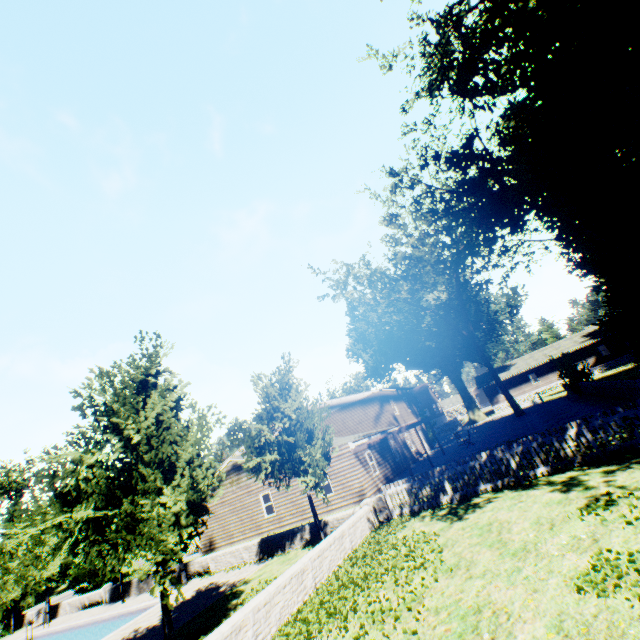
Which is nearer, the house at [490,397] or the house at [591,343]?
the house at [591,343]

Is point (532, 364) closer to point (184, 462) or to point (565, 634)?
point (565, 634)

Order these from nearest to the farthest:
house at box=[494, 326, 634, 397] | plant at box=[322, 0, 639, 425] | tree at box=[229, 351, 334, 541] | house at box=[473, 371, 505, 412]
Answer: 1. plant at box=[322, 0, 639, 425]
2. tree at box=[229, 351, 334, 541]
3. house at box=[494, 326, 634, 397]
4. house at box=[473, 371, 505, 412]

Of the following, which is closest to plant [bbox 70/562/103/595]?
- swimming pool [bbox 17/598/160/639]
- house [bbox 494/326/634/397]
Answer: house [bbox 494/326/634/397]

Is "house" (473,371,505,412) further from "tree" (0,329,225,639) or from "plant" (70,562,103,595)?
"tree" (0,329,225,639)

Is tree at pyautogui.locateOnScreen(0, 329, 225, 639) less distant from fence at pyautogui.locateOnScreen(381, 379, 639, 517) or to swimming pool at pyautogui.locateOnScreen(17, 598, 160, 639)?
fence at pyautogui.locateOnScreen(381, 379, 639, 517)

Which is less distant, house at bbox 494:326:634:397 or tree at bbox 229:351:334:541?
tree at bbox 229:351:334:541

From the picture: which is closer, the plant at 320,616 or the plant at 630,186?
the plant at 320,616
